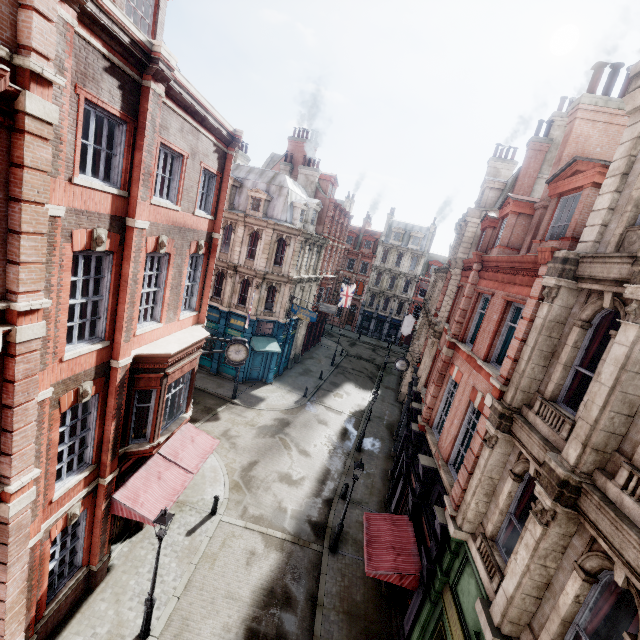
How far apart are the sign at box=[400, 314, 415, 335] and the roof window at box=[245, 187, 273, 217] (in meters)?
18.75

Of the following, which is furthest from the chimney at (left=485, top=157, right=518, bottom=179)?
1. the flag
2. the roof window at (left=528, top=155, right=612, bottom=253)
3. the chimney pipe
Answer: the roof window at (left=528, top=155, right=612, bottom=253)

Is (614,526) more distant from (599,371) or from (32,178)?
(32,178)

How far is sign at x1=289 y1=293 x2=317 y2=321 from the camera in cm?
2622

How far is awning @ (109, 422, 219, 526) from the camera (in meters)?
10.69

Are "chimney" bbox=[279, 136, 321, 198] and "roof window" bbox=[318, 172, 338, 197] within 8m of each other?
yes

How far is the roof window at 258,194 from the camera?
26.0 meters

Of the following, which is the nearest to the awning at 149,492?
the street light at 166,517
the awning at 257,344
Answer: the street light at 166,517
